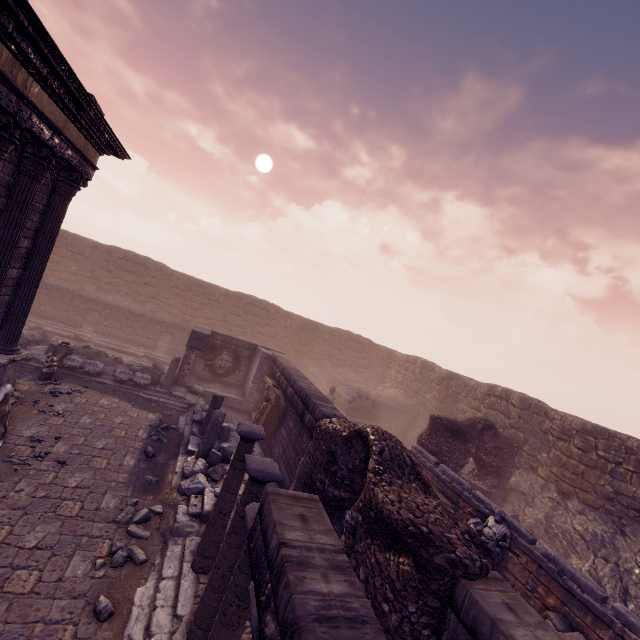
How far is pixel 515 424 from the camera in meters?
15.8 m

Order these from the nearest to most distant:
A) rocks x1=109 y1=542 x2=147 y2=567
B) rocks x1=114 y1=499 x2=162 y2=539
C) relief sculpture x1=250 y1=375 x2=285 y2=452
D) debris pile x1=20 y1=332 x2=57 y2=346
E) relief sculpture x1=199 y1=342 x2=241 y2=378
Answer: rocks x1=109 y1=542 x2=147 y2=567
rocks x1=114 y1=499 x2=162 y2=539
relief sculpture x1=250 y1=375 x2=285 y2=452
debris pile x1=20 y1=332 x2=57 y2=346
relief sculpture x1=199 y1=342 x2=241 y2=378

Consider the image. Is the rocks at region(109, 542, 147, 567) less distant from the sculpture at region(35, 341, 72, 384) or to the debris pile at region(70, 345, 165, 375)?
the sculpture at region(35, 341, 72, 384)

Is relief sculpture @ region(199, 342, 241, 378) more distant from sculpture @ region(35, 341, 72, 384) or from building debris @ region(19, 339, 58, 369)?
sculpture @ region(35, 341, 72, 384)

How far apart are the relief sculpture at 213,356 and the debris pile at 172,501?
7.9 meters

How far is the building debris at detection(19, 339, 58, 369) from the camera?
11.07m

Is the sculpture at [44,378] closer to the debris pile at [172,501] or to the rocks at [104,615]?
the debris pile at [172,501]

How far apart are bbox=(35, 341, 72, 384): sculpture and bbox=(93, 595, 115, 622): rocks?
7.71m
